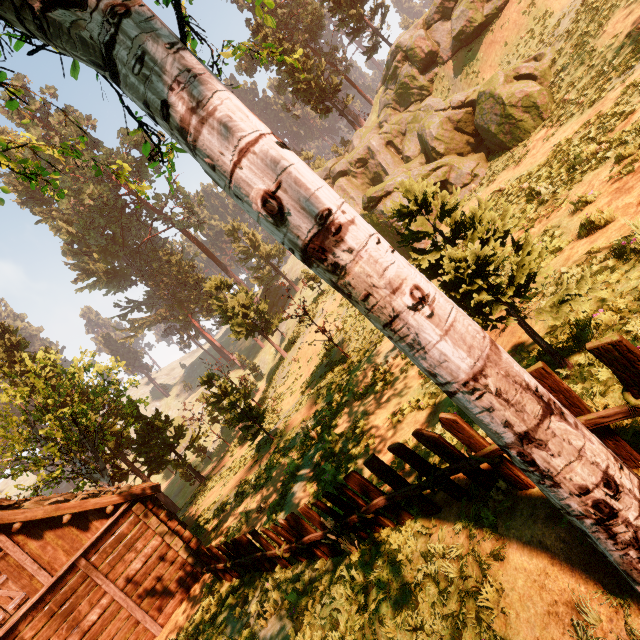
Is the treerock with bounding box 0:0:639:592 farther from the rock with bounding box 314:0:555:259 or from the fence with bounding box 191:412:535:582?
the rock with bounding box 314:0:555:259

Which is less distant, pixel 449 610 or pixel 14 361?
pixel 449 610

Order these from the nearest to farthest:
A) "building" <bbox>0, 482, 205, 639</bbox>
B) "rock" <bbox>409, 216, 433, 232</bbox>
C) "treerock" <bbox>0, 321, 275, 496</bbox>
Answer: "building" <bbox>0, 482, 205, 639</bbox>
"treerock" <bbox>0, 321, 275, 496</bbox>
"rock" <bbox>409, 216, 433, 232</bbox>

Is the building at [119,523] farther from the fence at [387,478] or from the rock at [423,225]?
the rock at [423,225]

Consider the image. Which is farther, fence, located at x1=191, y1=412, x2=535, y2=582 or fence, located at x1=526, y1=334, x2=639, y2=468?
fence, located at x1=191, y1=412, x2=535, y2=582

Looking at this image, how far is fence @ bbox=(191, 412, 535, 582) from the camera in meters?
3.8 m

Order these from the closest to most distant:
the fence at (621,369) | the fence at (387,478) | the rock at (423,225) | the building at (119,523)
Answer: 1. the fence at (621,369)
2. the fence at (387,478)
3. the building at (119,523)
4. the rock at (423,225)

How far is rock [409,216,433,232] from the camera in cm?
1973
